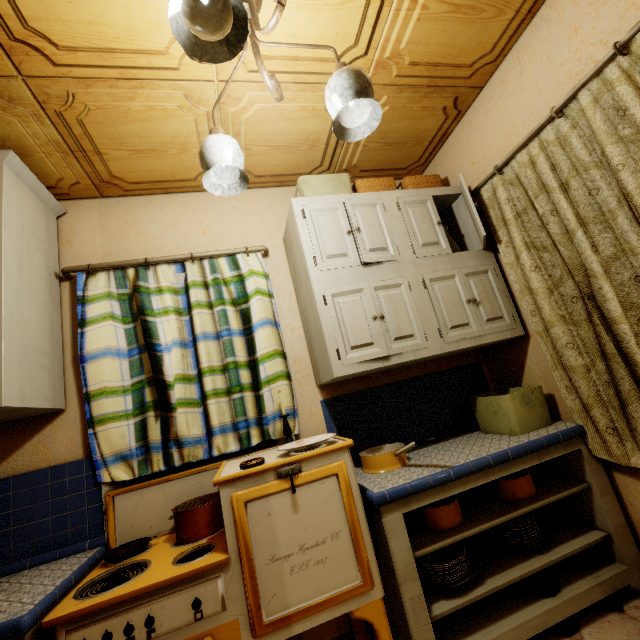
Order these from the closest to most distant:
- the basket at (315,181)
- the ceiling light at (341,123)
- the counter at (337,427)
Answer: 1. the ceiling light at (341,123)
2. the counter at (337,427)
3. the basket at (315,181)

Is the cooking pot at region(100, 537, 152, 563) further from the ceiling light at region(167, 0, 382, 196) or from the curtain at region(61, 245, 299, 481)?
the ceiling light at region(167, 0, 382, 196)

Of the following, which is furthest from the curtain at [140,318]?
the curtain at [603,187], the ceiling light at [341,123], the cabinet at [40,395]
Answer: the curtain at [603,187]

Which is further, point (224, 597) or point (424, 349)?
point (424, 349)

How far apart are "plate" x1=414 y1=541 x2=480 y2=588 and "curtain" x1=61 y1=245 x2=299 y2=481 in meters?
1.0

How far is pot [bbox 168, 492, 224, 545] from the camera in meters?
1.5

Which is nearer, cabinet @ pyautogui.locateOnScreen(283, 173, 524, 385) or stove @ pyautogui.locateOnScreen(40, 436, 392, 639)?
stove @ pyautogui.locateOnScreen(40, 436, 392, 639)

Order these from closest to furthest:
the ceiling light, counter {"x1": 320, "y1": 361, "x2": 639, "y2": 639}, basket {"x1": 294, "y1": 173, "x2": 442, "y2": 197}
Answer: the ceiling light < counter {"x1": 320, "y1": 361, "x2": 639, "y2": 639} < basket {"x1": 294, "y1": 173, "x2": 442, "y2": 197}
